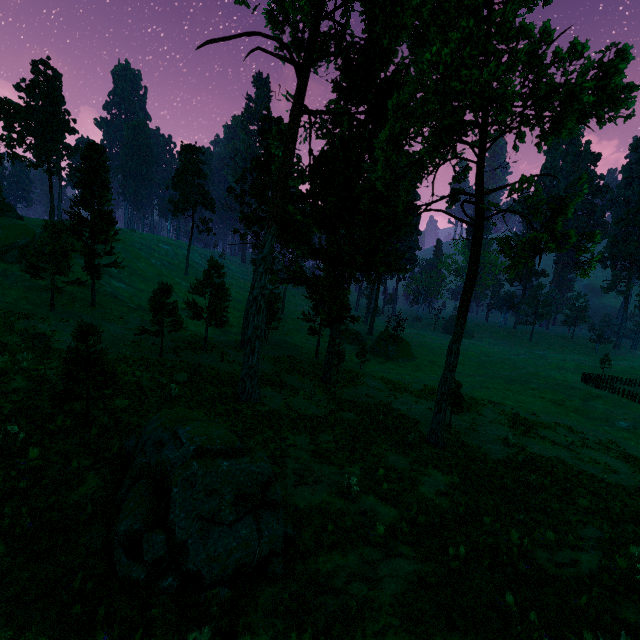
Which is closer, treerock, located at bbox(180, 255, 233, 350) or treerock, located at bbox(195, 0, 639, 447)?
treerock, located at bbox(195, 0, 639, 447)

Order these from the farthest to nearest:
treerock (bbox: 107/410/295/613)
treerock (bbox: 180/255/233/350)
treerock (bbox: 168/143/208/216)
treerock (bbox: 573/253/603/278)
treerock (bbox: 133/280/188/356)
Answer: treerock (bbox: 168/143/208/216), treerock (bbox: 180/255/233/350), treerock (bbox: 133/280/188/356), treerock (bbox: 573/253/603/278), treerock (bbox: 107/410/295/613)

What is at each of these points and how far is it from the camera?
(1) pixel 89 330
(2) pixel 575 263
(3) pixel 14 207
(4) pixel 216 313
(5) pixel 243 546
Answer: (1) treerock, 10.6m
(2) treerock, 13.2m
(3) treerock, 48.5m
(4) treerock, 28.8m
(5) treerock, 6.9m

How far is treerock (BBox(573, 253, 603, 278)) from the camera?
12.5m

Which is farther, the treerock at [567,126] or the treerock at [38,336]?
the treerock at [38,336]

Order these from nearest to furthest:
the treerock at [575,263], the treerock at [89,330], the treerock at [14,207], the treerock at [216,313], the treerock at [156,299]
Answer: the treerock at [89,330] → the treerock at [575,263] → the treerock at [156,299] → the treerock at [216,313] → the treerock at [14,207]

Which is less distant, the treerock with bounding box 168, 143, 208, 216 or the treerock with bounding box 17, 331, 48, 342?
the treerock with bounding box 17, 331, 48, 342
